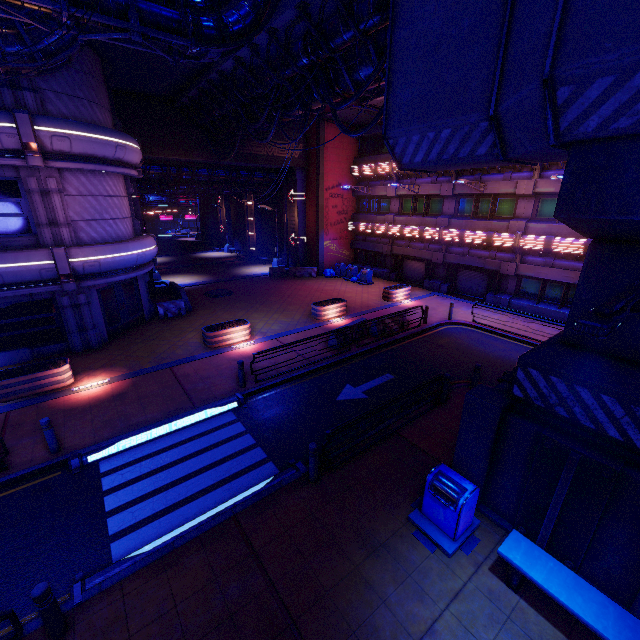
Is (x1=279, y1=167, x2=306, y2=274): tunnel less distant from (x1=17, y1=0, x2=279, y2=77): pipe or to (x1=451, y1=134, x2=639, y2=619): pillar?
(x1=17, y1=0, x2=279, y2=77): pipe

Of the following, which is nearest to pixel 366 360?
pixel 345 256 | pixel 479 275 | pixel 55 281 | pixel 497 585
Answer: pixel 497 585

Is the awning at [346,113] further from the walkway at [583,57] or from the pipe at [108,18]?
the pipe at [108,18]

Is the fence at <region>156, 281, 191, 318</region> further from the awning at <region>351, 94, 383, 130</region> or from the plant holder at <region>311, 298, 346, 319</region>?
the awning at <region>351, 94, 383, 130</region>

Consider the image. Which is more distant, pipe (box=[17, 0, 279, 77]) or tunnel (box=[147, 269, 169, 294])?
tunnel (box=[147, 269, 169, 294])

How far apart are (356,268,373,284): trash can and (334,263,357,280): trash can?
0.46m

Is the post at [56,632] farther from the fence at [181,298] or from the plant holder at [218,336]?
the fence at [181,298]

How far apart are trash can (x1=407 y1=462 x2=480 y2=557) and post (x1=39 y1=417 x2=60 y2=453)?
9.3m
